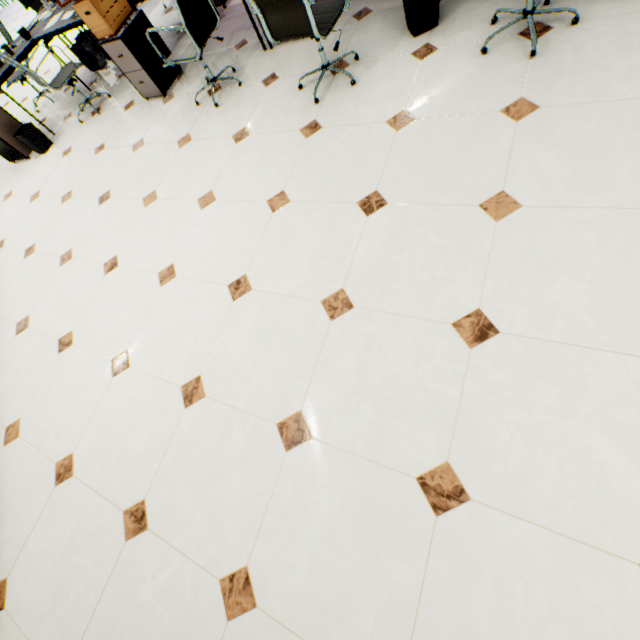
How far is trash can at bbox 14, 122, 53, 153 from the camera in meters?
4.3 m

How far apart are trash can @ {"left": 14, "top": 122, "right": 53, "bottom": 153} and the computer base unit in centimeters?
157cm

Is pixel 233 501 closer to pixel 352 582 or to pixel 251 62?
pixel 352 582

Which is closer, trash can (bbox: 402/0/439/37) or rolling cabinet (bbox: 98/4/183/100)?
trash can (bbox: 402/0/439/37)

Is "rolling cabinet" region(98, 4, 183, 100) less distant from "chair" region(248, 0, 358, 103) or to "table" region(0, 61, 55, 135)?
"table" region(0, 61, 55, 135)

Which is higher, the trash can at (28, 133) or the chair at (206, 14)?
the chair at (206, 14)

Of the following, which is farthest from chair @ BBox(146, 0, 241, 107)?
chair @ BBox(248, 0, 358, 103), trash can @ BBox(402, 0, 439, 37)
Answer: trash can @ BBox(402, 0, 439, 37)

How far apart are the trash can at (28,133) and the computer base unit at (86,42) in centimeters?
157cm
